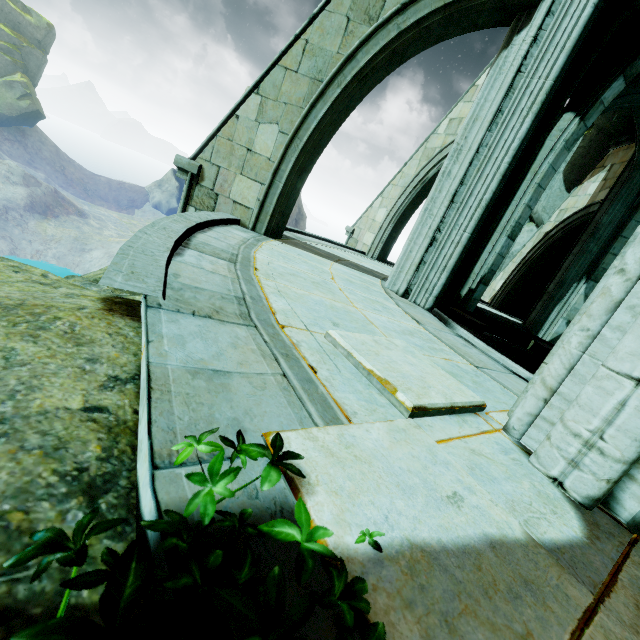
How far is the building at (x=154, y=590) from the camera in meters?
0.6

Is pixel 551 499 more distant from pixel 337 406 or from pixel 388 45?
pixel 388 45

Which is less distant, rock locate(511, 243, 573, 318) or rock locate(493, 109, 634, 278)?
rock locate(493, 109, 634, 278)

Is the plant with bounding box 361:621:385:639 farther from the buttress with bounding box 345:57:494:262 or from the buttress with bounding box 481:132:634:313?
the buttress with bounding box 481:132:634:313

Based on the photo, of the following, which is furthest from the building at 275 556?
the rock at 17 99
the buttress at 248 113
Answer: the rock at 17 99

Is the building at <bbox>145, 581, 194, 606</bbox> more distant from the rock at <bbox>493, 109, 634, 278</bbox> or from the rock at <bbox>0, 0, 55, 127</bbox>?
the rock at <bbox>0, 0, 55, 127</bbox>

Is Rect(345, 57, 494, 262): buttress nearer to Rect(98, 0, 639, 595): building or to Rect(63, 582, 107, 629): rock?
Rect(98, 0, 639, 595): building

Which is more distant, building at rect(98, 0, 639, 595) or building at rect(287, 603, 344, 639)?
building at rect(98, 0, 639, 595)
